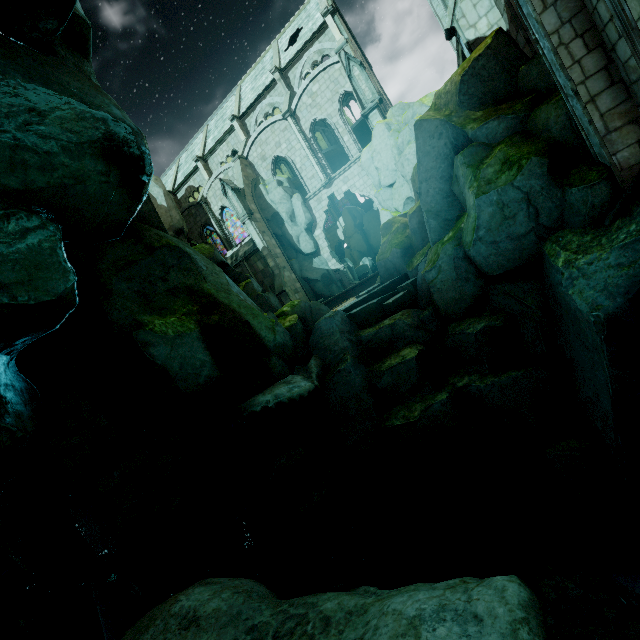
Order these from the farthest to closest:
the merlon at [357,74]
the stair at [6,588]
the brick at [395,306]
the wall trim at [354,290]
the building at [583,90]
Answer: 1. the wall trim at [354,290]
2. the merlon at [357,74]
3. the stair at [6,588]
4. the brick at [395,306]
5. the building at [583,90]

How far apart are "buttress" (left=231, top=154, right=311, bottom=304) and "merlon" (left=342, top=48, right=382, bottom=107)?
11.0m

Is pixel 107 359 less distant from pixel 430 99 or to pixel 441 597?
pixel 441 597

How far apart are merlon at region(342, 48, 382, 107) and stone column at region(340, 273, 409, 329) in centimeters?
1342cm

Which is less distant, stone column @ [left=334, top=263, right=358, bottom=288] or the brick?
the brick

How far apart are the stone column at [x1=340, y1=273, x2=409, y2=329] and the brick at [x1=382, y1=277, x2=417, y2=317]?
0.01m

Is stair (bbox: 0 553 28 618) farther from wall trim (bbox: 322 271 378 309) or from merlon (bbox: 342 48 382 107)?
merlon (bbox: 342 48 382 107)

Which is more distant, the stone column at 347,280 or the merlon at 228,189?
the stone column at 347,280
